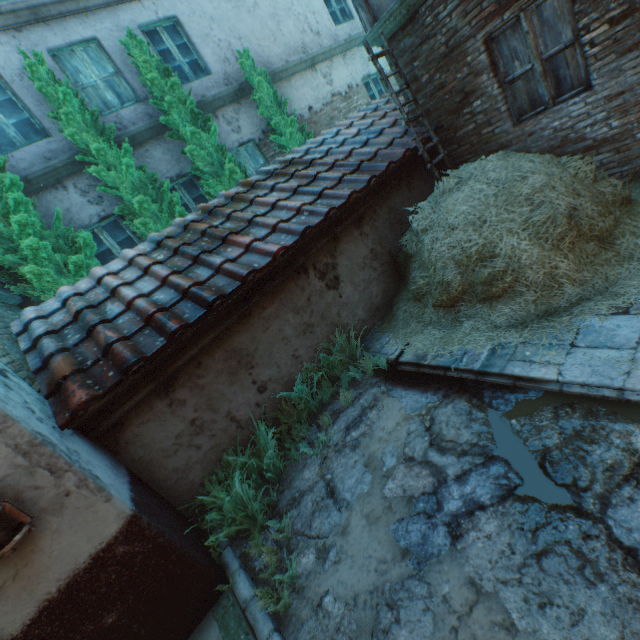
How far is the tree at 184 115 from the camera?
6.5 meters

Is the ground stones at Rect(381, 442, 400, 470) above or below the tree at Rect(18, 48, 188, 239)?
below

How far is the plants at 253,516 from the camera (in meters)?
2.97

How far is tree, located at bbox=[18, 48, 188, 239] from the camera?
5.56m

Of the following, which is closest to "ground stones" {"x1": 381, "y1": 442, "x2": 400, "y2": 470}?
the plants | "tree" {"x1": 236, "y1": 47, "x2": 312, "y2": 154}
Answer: the plants

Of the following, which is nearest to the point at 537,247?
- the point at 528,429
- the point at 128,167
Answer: the point at 528,429

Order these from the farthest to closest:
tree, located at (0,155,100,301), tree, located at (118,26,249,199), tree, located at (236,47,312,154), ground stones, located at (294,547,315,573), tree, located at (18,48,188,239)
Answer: tree, located at (236,47,312,154), tree, located at (118,26,249,199), tree, located at (18,48,188,239), tree, located at (0,155,100,301), ground stones, located at (294,547,315,573)

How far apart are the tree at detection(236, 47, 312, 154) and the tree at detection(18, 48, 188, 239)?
3.1m
